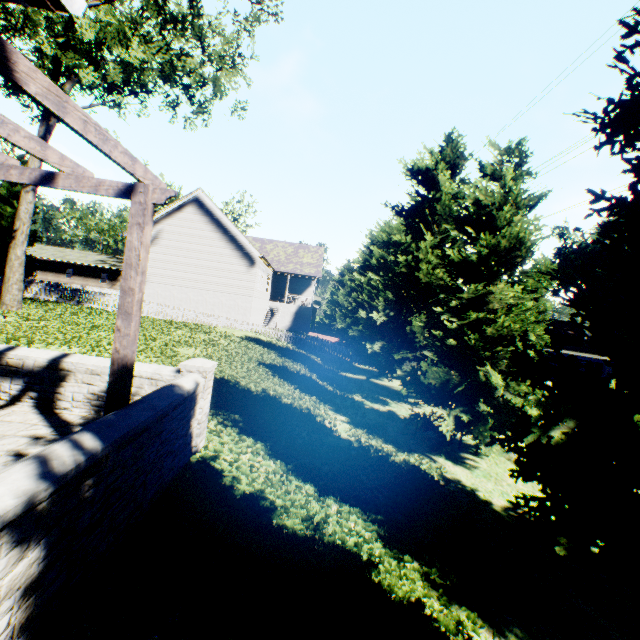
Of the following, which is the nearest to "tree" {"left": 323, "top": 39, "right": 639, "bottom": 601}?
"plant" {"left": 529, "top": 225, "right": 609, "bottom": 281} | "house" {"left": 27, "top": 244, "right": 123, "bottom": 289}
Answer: "house" {"left": 27, "top": 244, "right": 123, "bottom": 289}

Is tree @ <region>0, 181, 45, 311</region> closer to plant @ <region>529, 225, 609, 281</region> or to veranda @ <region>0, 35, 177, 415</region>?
plant @ <region>529, 225, 609, 281</region>

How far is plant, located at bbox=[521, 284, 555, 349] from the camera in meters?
36.7

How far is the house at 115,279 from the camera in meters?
47.2 m

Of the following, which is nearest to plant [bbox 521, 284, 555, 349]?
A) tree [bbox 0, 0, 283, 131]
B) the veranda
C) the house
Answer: tree [bbox 0, 0, 283, 131]

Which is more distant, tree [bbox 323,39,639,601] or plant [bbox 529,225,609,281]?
plant [bbox 529,225,609,281]

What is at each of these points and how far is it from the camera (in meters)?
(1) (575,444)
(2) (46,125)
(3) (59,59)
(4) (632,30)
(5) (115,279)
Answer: (1) tree, 3.81
(2) tree, 15.77
(3) tree, 15.03
(4) tree, 4.40
(5) house, 47.75

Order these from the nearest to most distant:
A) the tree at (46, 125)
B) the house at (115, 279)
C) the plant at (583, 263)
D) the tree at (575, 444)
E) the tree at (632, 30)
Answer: the tree at (575, 444) < the tree at (632, 30) < the tree at (46, 125) < the plant at (583, 263) < the house at (115, 279)
